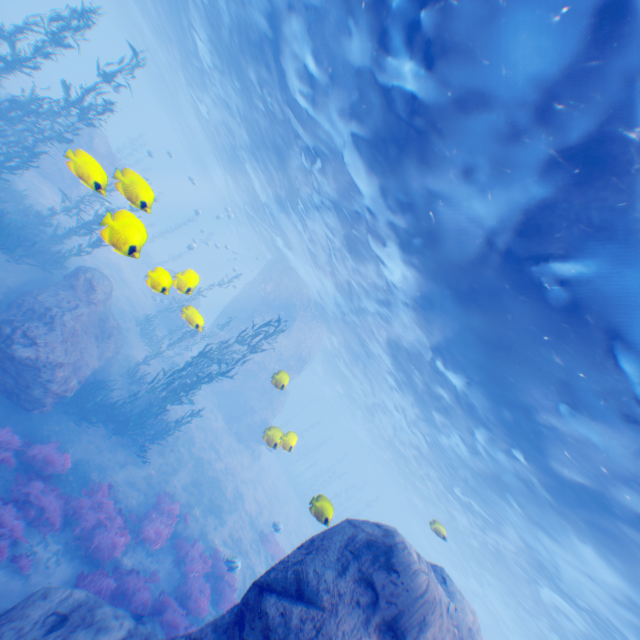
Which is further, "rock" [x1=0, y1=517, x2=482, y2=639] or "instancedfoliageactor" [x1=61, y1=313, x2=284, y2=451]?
"instancedfoliageactor" [x1=61, y1=313, x2=284, y2=451]

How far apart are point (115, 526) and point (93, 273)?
9.97m

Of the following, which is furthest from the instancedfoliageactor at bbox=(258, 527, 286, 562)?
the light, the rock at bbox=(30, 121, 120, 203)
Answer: the light

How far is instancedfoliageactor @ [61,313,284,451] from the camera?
13.3 meters

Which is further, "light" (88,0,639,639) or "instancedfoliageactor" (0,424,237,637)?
"instancedfoliageactor" (0,424,237,637)

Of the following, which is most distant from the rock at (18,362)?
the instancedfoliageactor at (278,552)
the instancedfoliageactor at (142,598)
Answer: the instancedfoliageactor at (278,552)

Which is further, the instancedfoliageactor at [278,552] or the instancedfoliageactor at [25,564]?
the instancedfoliageactor at [278,552]

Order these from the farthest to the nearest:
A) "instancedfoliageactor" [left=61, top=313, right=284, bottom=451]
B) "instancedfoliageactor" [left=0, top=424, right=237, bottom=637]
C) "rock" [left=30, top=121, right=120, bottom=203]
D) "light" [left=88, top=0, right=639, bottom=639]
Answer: "instancedfoliageactor" [left=61, top=313, right=284, bottom=451]
"instancedfoliageactor" [left=0, top=424, right=237, bottom=637]
"light" [left=88, top=0, right=639, bottom=639]
"rock" [left=30, top=121, right=120, bottom=203]
